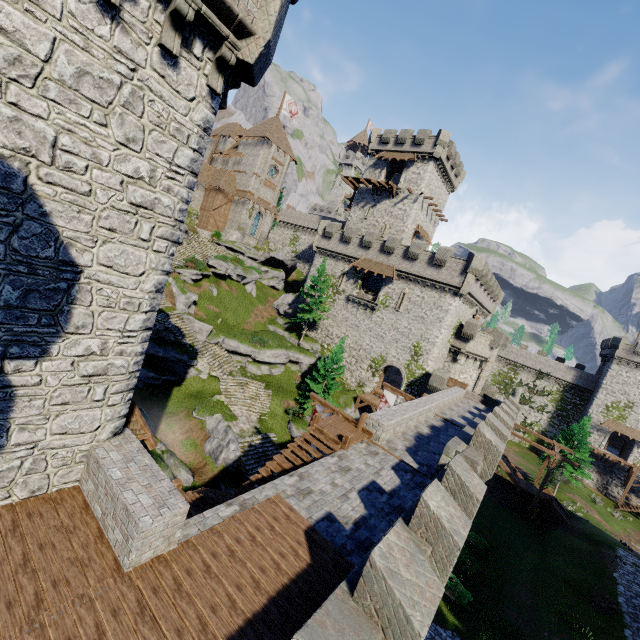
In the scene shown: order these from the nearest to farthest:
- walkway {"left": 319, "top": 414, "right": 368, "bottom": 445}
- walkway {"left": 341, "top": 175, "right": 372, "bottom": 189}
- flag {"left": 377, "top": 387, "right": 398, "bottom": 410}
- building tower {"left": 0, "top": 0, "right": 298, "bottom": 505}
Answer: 1. building tower {"left": 0, "top": 0, "right": 298, "bottom": 505}
2. walkway {"left": 319, "top": 414, "right": 368, "bottom": 445}
3. flag {"left": 377, "top": 387, "right": 398, "bottom": 410}
4. walkway {"left": 341, "top": 175, "right": 372, "bottom": 189}

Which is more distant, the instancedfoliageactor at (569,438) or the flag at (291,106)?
the flag at (291,106)

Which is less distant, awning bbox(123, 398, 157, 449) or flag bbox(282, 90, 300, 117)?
awning bbox(123, 398, 157, 449)

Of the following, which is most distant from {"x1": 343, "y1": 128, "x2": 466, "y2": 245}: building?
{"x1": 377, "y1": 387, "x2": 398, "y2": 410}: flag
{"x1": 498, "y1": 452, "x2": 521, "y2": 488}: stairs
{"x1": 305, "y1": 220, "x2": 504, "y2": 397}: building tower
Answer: {"x1": 498, "y1": 452, "x2": 521, "y2": 488}: stairs

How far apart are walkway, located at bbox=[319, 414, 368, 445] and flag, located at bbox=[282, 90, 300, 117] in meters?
50.8

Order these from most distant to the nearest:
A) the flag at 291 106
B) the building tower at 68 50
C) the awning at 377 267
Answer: the flag at 291 106, the awning at 377 267, the building tower at 68 50

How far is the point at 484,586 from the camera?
22.5m

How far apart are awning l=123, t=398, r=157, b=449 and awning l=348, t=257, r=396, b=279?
29.1 meters
